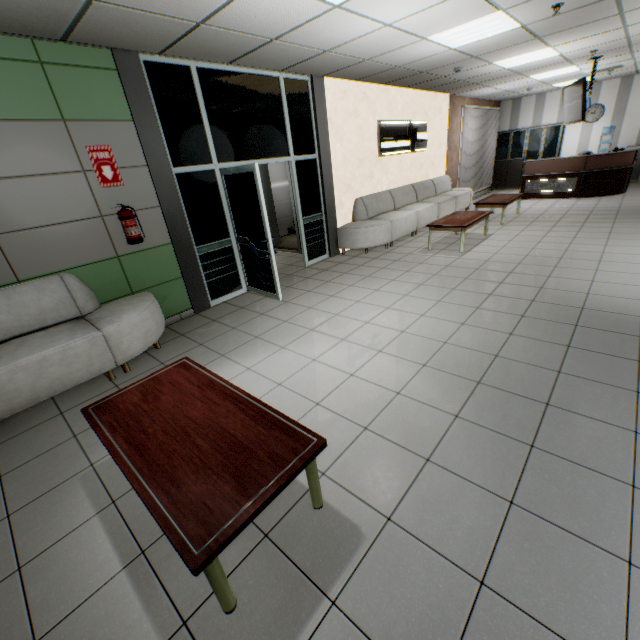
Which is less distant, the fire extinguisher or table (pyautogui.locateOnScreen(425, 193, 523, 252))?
the fire extinguisher

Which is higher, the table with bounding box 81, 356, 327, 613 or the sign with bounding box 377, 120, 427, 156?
the sign with bounding box 377, 120, 427, 156

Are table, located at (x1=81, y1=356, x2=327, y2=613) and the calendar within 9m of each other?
no

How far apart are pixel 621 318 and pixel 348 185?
5.34m

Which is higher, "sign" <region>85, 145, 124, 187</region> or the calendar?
"sign" <region>85, 145, 124, 187</region>

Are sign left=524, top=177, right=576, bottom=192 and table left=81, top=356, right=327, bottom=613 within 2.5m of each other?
no

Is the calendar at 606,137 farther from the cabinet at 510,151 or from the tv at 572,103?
the tv at 572,103

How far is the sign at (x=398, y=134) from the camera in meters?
7.5
